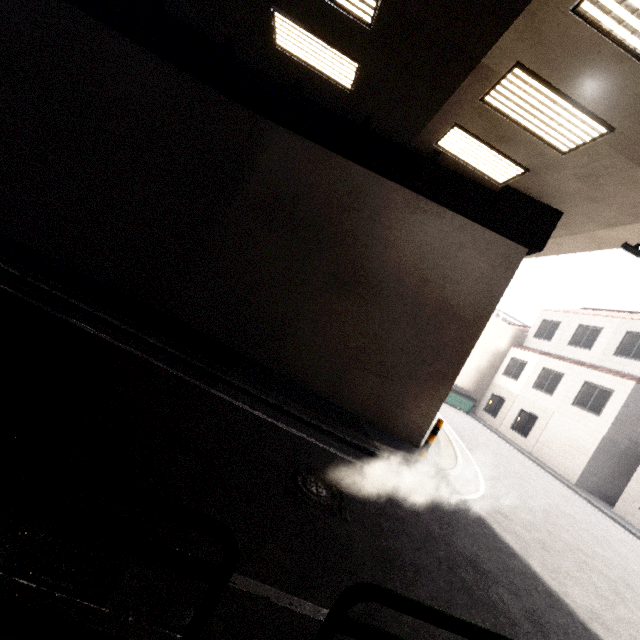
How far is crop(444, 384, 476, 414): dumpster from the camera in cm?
2225

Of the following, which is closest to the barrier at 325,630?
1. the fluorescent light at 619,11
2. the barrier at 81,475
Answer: the barrier at 81,475

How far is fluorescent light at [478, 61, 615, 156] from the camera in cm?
511

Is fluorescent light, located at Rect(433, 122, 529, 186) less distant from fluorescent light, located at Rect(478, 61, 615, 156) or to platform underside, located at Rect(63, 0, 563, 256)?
platform underside, located at Rect(63, 0, 563, 256)

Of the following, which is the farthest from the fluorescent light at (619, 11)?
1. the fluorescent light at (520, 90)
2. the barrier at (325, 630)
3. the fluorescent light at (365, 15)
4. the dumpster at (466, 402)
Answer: the dumpster at (466, 402)

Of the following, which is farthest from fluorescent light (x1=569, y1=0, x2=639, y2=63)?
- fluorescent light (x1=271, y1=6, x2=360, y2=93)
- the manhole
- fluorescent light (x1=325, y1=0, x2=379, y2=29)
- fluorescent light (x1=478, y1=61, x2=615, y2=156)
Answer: the manhole

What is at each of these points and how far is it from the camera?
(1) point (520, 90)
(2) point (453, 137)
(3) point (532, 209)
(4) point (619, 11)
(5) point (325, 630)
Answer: (1) fluorescent light, 5.4m
(2) fluorescent light, 7.3m
(3) platform underside, 8.0m
(4) fluorescent light, 3.8m
(5) barrier, 1.7m

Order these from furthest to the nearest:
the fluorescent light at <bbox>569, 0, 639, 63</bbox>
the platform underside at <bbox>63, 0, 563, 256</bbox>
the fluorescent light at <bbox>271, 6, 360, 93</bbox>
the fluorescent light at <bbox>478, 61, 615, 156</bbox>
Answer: the platform underside at <bbox>63, 0, 563, 256</bbox>
the fluorescent light at <bbox>271, 6, 360, 93</bbox>
the fluorescent light at <bbox>478, 61, 615, 156</bbox>
the fluorescent light at <bbox>569, 0, 639, 63</bbox>
